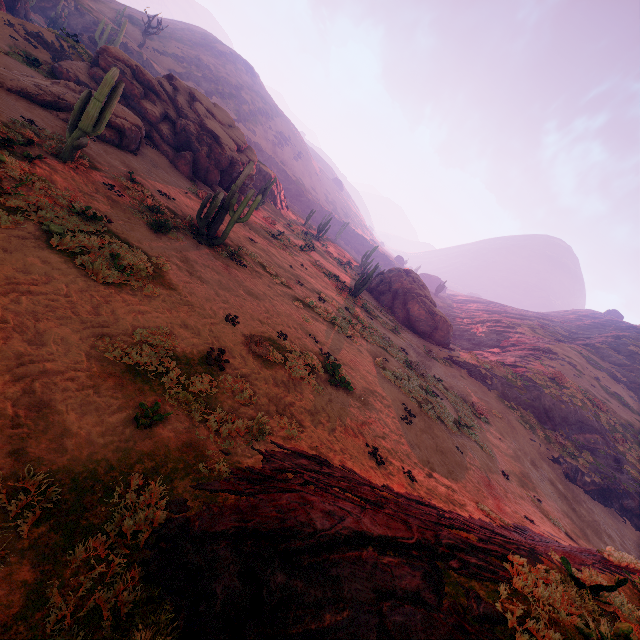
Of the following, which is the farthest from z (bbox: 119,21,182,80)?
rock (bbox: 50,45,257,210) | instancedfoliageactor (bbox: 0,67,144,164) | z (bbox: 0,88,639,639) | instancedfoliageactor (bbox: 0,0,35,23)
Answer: instancedfoliageactor (bbox: 0,67,144,164)

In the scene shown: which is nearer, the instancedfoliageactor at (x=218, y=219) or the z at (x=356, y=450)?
the z at (x=356, y=450)

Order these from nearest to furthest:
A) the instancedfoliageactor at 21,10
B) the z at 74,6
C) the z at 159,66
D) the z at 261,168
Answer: the instancedfoliageactor at 21,10 < the z at 261,168 < the z at 74,6 < the z at 159,66

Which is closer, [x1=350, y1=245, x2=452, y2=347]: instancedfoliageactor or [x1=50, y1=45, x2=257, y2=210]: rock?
[x1=50, y1=45, x2=257, y2=210]: rock

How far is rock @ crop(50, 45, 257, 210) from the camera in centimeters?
1952cm

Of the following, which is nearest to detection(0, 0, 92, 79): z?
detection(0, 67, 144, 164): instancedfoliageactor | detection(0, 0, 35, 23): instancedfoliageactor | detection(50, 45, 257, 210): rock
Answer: detection(0, 0, 35, 23): instancedfoliageactor

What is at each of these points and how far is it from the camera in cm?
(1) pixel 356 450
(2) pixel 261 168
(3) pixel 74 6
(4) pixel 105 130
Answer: (1) z, 855
(2) z, 4072
(3) z, 4353
(4) instancedfoliageactor, 1567

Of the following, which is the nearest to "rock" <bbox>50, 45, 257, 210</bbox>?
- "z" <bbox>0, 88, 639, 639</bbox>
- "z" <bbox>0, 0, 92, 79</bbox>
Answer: "z" <bbox>0, 88, 639, 639</bbox>
